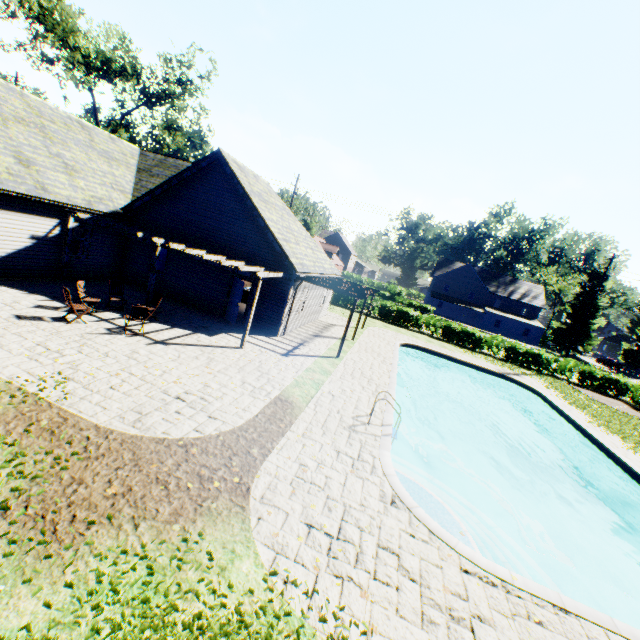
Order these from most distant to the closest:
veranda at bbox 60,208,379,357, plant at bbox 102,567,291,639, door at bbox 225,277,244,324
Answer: door at bbox 225,277,244,324 < veranda at bbox 60,208,379,357 < plant at bbox 102,567,291,639

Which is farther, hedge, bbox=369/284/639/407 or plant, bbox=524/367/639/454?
hedge, bbox=369/284/639/407

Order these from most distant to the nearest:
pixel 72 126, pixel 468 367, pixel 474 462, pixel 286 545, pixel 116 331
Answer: pixel 468 367 < pixel 72 126 < pixel 474 462 < pixel 116 331 < pixel 286 545

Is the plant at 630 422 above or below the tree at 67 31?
below

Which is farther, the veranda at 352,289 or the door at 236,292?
the door at 236,292

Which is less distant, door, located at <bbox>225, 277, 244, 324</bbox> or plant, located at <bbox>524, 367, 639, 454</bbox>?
door, located at <bbox>225, 277, 244, 324</bbox>

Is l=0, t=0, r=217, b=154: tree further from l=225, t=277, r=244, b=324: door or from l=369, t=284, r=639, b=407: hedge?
l=225, t=277, r=244, b=324: door

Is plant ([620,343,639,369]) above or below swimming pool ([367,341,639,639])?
above
